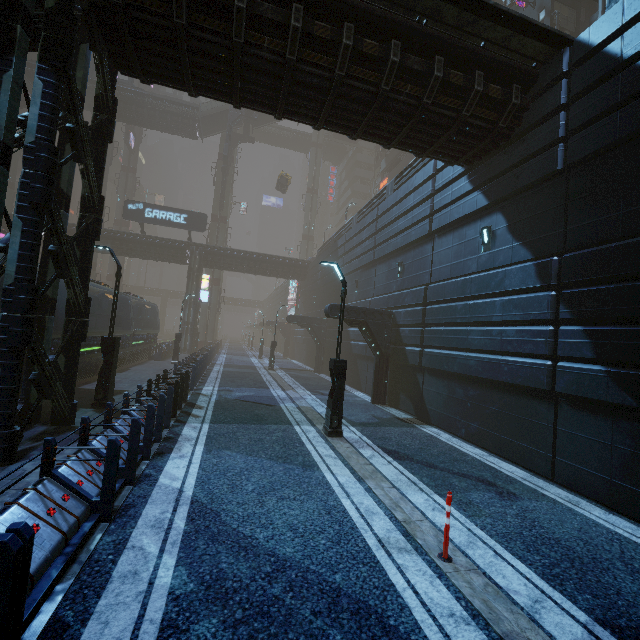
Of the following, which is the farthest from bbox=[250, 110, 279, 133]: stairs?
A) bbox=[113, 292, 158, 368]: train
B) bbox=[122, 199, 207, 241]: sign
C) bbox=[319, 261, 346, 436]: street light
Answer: bbox=[319, 261, 346, 436]: street light

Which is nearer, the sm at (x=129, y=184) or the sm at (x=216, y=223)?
the sm at (x=216, y=223)

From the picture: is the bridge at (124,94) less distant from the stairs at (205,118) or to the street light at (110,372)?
the stairs at (205,118)

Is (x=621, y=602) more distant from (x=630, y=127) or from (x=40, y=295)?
(x=40, y=295)

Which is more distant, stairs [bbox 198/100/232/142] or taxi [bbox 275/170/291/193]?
taxi [bbox 275/170/291/193]

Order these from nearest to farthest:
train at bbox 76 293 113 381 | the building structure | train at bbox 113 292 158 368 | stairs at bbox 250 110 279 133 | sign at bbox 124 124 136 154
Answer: train at bbox 76 293 113 381
train at bbox 113 292 158 368
the building structure
stairs at bbox 250 110 279 133
sign at bbox 124 124 136 154

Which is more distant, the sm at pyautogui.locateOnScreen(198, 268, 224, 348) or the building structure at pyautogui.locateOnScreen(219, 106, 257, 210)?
the sm at pyautogui.locateOnScreen(198, 268, 224, 348)

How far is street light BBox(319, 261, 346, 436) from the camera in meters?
10.2 m
